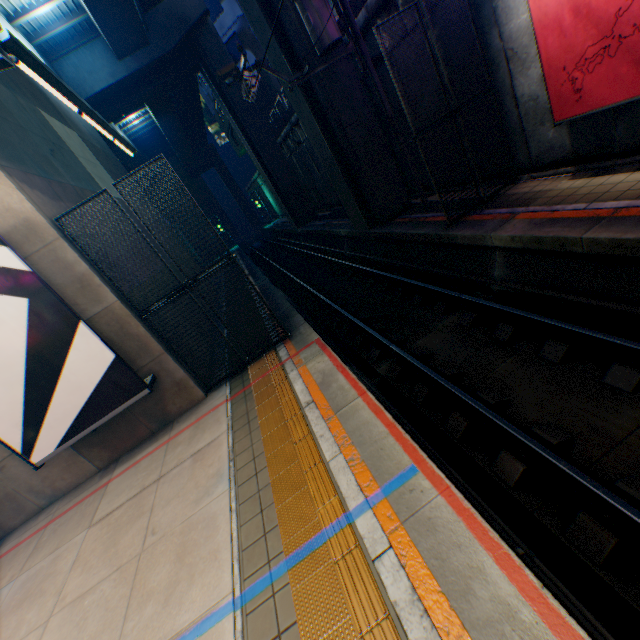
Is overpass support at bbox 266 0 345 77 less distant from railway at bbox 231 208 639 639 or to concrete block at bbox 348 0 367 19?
railway at bbox 231 208 639 639

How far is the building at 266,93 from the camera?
25.9 meters

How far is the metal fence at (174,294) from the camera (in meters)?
6.46

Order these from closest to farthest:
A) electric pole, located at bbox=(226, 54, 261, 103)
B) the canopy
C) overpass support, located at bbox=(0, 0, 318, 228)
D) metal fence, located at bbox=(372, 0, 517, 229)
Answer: the canopy, metal fence, located at bbox=(372, 0, 517, 229), electric pole, located at bbox=(226, 54, 261, 103), overpass support, located at bbox=(0, 0, 318, 228)

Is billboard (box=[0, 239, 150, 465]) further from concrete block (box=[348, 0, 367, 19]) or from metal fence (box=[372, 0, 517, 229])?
concrete block (box=[348, 0, 367, 19])

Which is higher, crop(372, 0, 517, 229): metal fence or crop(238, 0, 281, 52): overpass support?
crop(238, 0, 281, 52): overpass support

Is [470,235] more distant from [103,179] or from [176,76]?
[176,76]

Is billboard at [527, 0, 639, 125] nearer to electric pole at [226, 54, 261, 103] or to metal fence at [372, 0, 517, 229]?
metal fence at [372, 0, 517, 229]
